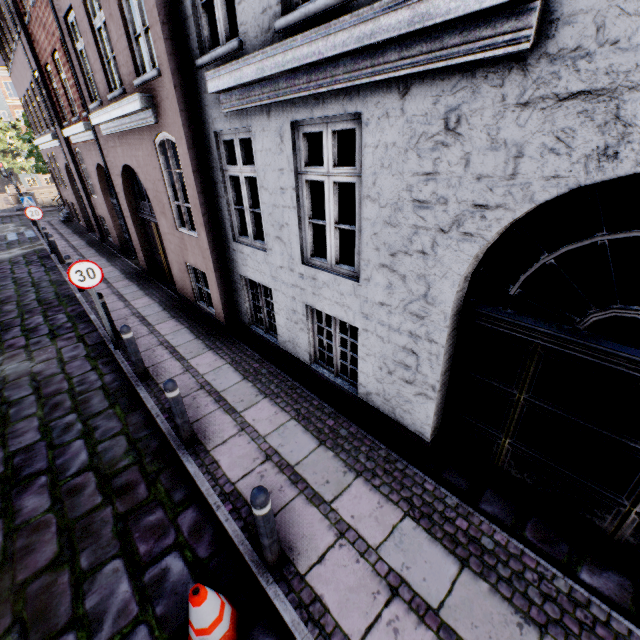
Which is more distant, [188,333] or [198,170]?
[188,333]

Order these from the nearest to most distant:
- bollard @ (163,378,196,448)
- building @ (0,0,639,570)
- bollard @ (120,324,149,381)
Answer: building @ (0,0,639,570) < bollard @ (163,378,196,448) < bollard @ (120,324,149,381)

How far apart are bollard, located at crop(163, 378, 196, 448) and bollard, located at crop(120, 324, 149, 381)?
1.82m

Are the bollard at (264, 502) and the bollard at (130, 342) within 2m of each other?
no

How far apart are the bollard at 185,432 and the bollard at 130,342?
1.82m

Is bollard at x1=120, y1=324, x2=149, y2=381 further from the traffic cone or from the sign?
the traffic cone

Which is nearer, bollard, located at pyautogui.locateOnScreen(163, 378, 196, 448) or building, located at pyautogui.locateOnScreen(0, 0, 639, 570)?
building, located at pyautogui.locateOnScreen(0, 0, 639, 570)

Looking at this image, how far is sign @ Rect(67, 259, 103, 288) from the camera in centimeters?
574cm
